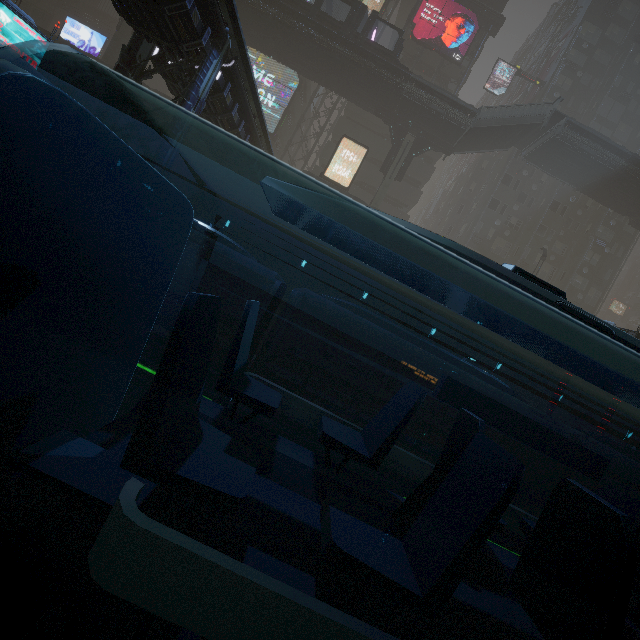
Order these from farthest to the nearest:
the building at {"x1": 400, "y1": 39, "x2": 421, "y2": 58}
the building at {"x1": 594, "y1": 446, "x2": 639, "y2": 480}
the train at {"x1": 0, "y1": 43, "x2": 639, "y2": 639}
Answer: the building at {"x1": 400, "y1": 39, "x2": 421, "y2": 58}
the building at {"x1": 594, "y1": 446, "x2": 639, "y2": 480}
the train at {"x1": 0, "y1": 43, "x2": 639, "y2": 639}

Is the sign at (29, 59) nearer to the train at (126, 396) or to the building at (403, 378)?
the building at (403, 378)

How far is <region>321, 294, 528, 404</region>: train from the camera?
8.5 meters

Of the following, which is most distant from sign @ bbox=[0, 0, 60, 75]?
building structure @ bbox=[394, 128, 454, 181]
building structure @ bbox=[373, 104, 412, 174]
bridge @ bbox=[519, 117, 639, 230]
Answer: bridge @ bbox=[519, 117, 639, 230]

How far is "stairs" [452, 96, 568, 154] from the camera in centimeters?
2569cm

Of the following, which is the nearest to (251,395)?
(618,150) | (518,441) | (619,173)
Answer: (518,441)

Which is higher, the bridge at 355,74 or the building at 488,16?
the building at 488,16

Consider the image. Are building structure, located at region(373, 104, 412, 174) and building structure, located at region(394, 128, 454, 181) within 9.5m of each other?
yes
